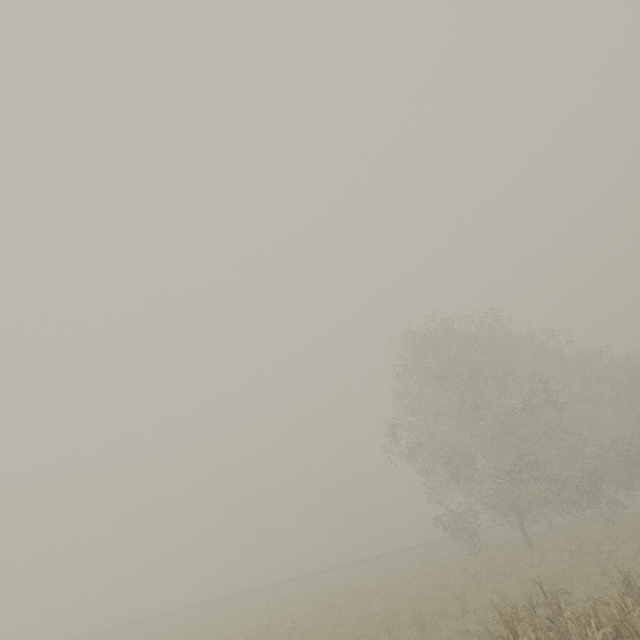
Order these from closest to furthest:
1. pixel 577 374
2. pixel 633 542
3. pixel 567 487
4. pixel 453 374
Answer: pixel 633 542
pixel 567 487
pixel 453 374
pixel 577 374
